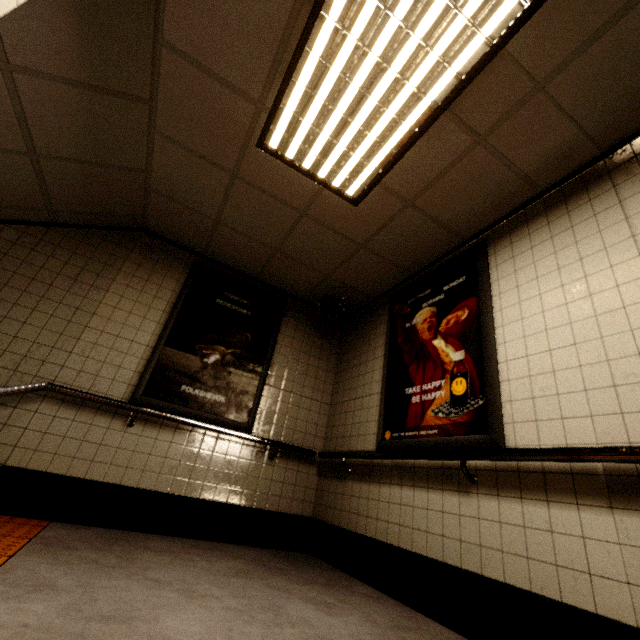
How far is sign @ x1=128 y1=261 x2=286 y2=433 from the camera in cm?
338

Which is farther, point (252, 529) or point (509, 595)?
point (252, 529)

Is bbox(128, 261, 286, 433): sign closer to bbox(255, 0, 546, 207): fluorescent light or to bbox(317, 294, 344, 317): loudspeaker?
bbox(317, 294, 344, 317): loudspeaker

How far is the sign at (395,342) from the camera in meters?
2.3

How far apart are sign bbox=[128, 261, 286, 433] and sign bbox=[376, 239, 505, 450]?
1.4m

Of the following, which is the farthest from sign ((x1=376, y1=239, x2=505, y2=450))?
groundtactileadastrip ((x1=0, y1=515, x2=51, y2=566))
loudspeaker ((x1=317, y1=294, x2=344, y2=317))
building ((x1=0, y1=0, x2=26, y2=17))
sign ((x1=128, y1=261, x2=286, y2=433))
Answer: groundtactileadastrip ((x1=0, y1=515, x2=51, y2=566))

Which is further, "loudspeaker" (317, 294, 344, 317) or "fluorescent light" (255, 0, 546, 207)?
"loudspeaker" (317, 294, 344, 317)

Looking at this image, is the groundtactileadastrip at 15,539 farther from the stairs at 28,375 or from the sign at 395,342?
the sign at 395,342
